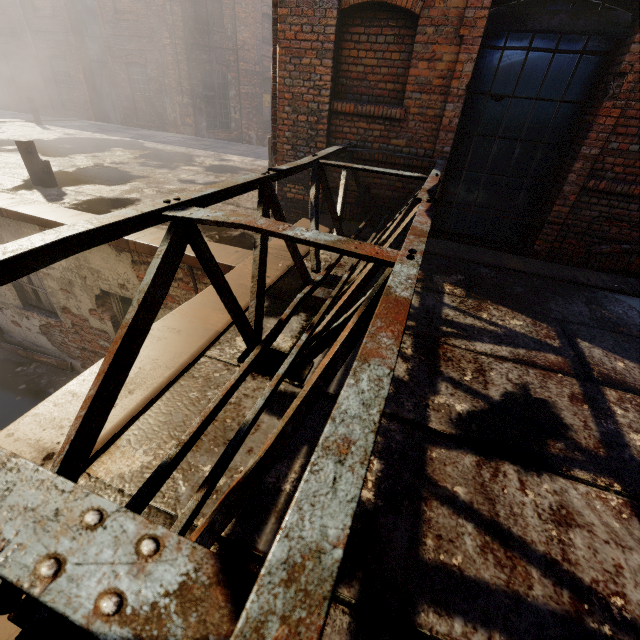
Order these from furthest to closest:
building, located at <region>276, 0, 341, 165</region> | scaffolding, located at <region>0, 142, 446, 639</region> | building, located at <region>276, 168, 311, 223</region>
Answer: building, located at <region>276, 168, 311, 223</region>
building, located at <region>276, 0, 341, 165</region>
scaffolding, located at <region>0, 142, 446, 639</region>

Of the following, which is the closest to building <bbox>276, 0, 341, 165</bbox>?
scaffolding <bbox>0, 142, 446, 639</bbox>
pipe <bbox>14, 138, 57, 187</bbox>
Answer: scaffolding <bbox>0, 142, 446, 639</bbox>

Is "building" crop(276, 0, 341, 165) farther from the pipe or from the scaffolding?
the pipe

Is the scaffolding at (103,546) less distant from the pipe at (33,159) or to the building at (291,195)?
the building at (291,195)

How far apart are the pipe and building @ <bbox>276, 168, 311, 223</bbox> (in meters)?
4.41

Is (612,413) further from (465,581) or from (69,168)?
(69,168)

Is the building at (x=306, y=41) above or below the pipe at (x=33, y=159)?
above

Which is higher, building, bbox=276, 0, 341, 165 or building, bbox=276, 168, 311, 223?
building, bbox=276, 0, 341, 165
